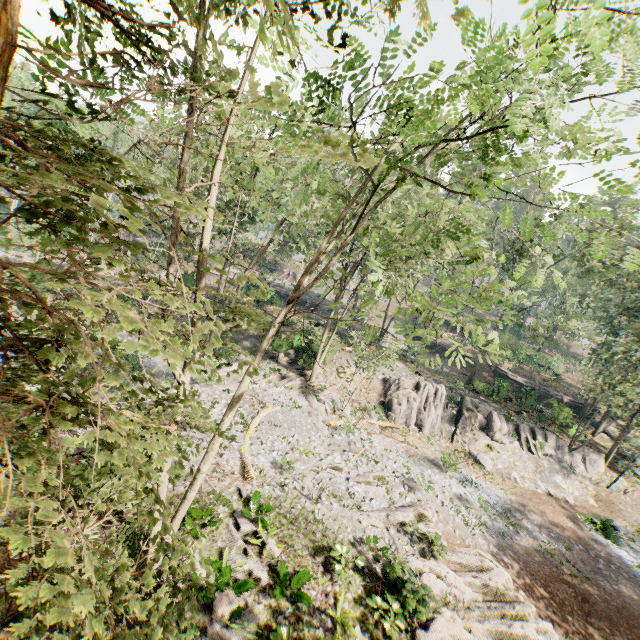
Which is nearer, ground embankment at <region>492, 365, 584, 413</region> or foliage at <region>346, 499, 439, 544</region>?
foliage at <region>346, 499, 439, 544</region>

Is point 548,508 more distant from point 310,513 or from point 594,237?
point 594,237

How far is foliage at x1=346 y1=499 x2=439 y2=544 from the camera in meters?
14.5

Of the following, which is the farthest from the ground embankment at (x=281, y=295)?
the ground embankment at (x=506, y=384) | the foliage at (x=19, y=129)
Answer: the ground embankment at (x=506, y=384)

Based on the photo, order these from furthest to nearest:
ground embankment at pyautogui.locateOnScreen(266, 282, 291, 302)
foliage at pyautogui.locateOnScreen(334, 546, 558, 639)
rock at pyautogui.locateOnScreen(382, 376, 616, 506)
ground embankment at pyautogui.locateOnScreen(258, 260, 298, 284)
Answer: ground embankment at pyautogui.locateOnScreen(258, 260, 298, 284), ground embankment at pyautogui.locateOnScreen(266, 282, 291, 302), rock at pyautogui.locateOnScreen(382, 376, 616, 506), foliage at pyautogui.locateOnScreen(334, 546, 558, 639)

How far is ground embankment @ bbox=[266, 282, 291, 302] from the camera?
40.4m

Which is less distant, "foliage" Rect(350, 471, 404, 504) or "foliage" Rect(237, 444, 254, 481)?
"foliage" Rect(237, 444, 254, 481)

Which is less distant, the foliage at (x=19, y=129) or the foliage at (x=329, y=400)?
the foliage at (x=19, y=129)
